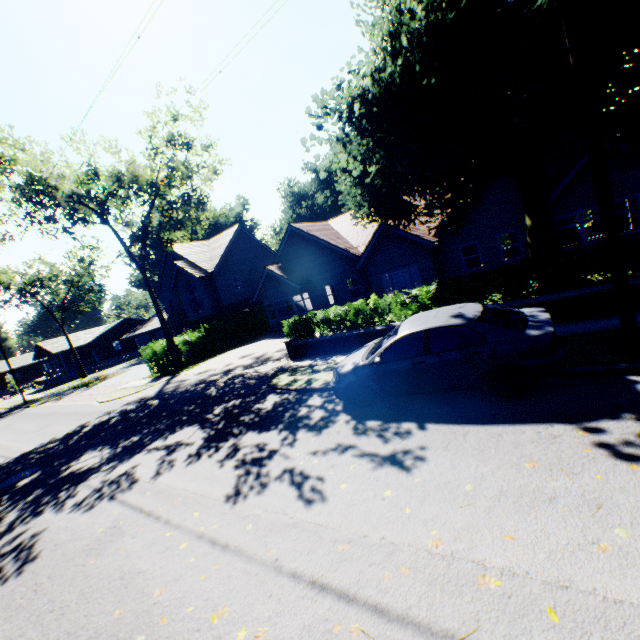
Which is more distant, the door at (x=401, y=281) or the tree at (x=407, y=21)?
the door at (x=401, y=281)

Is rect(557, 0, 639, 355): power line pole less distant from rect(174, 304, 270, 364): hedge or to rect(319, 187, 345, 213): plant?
rect(174, 304, 270, 364): hedge

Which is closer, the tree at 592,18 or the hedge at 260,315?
the tree at 592,18

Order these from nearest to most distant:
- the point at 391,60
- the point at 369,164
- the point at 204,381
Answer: the point at 391,60
the point at 369,164
the point at 204,381

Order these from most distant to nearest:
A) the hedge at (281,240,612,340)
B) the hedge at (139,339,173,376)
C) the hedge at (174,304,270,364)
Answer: the hedge at (174,304,270,364), the hedge at (139,339,173,376), the hedge at (281,240,612,340)

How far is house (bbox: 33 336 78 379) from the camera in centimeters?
4666cm

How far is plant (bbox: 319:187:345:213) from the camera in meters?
56.5

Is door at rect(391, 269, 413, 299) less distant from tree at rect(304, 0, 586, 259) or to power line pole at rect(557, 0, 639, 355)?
tree at rect(304, 0, 586, 259)
